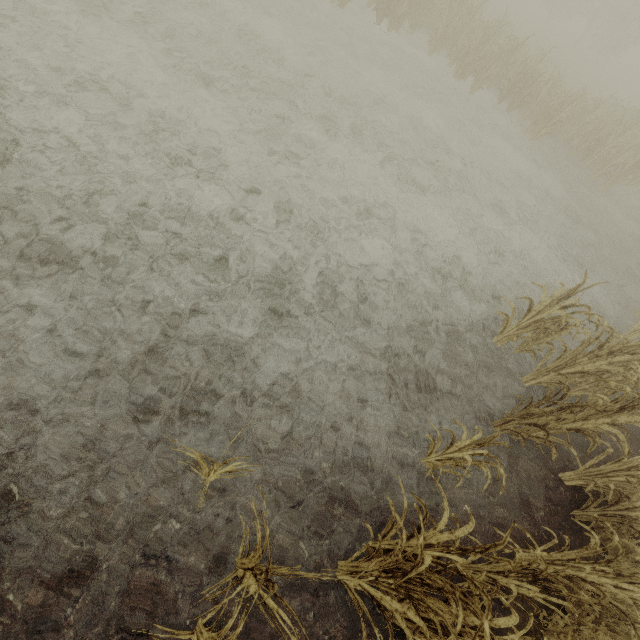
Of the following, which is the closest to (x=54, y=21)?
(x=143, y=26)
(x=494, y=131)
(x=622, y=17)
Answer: (x=143, y=26)
